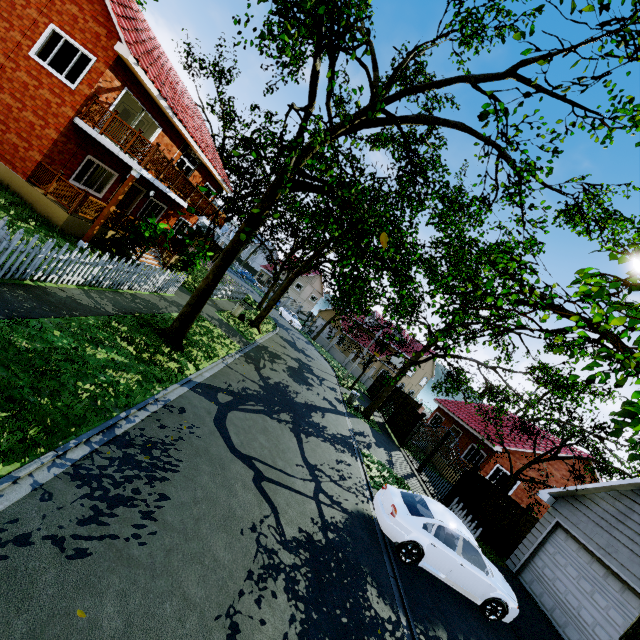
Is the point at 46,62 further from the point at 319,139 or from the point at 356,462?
the point at 356,462

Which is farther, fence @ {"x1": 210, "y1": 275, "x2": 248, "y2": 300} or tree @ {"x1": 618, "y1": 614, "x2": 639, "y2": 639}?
fence @ {"x1": 210, "y1": 275, "x2": 248, "y2": 300}

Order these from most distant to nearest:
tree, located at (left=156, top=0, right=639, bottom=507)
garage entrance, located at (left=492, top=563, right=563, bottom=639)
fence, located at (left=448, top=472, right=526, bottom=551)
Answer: fence, located at (left=448, top=472, right=526, bottom=551)
garage entrance, located at (left=492, top=563, right=563, bottom=639)
tree, located at (left=156, top=0, right=639, bottom=507)

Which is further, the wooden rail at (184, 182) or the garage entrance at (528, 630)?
the wooden rail at (184, 182)

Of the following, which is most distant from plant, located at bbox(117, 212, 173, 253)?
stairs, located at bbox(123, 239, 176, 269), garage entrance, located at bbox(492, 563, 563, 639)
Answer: garage entrance, located at bbox(492, 563, 563, 639)

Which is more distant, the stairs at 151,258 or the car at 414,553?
the stairs at 151,258

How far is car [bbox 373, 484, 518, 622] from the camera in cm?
836

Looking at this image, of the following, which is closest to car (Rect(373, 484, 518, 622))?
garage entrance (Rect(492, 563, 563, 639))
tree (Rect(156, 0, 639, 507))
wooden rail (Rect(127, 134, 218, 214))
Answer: garage entrance (Rect(492, 563, 563, 639))
